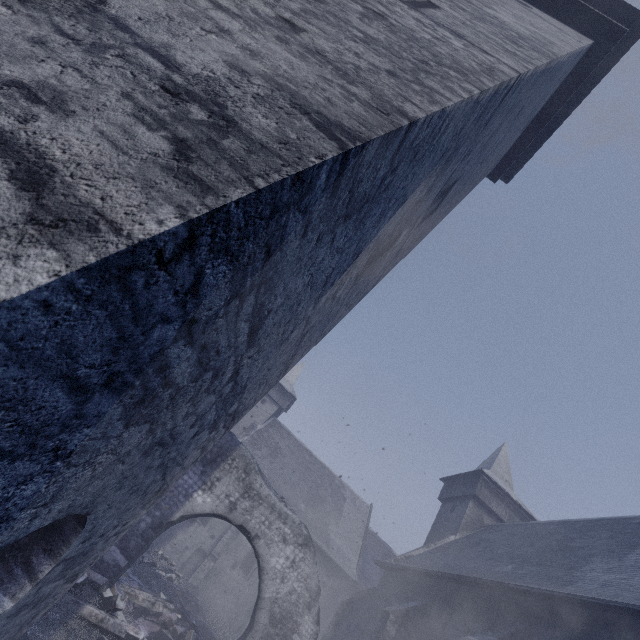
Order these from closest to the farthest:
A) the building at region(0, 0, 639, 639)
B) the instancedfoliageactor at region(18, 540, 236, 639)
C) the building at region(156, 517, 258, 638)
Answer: the building at region(0, 0, 639, 639) → the instancedfoliageactor at region(18, 540, 236, 639) → the building at region(156, 517, 258, 638)

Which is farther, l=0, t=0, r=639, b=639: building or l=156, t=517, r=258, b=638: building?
l=156, t=517, r=258, b=638: building

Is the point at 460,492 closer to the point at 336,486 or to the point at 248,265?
the point at 336,486

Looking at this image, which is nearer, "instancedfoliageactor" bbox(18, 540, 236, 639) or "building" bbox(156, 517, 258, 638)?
"instancedfoliageactor" bbox(18, 540, 236, 639)

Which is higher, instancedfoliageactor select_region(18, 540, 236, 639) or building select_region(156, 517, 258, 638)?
building select_region(156, 517, 258, 638)

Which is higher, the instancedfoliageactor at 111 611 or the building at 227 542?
the building at 227 542
